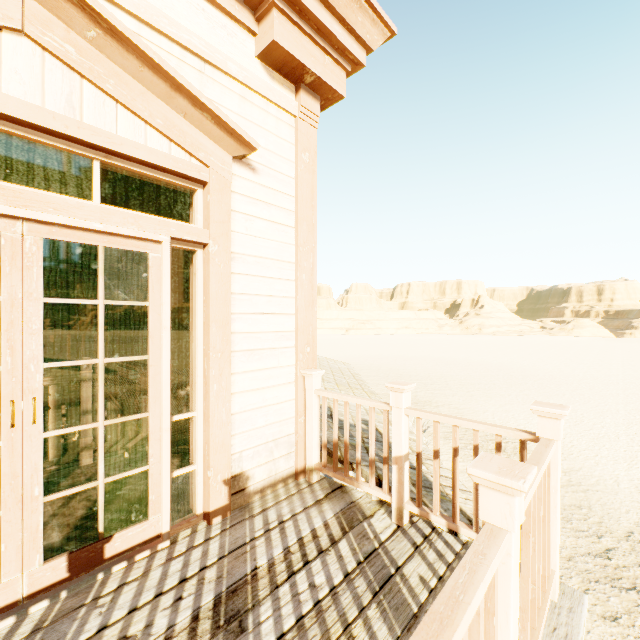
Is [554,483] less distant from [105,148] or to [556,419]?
[556,419]

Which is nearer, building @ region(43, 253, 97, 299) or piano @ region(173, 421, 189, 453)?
building @ region(43, 253, 97, 299)

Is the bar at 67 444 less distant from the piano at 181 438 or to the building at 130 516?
the building at 130 516

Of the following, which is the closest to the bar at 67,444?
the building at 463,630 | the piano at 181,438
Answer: the building at 463,630

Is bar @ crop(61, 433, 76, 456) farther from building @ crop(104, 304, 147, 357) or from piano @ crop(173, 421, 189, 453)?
piano @ crop(173, 421, 189, 453)

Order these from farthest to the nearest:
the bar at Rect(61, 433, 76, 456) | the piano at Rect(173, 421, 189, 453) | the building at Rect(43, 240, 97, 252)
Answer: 1. the piano at Rect(173, 421, 189, 453)
2. the bar at Rect(61, 433, 76, 456)
3. the building at Rect(43, 240, 97, 252)

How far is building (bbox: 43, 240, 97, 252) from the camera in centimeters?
646cm

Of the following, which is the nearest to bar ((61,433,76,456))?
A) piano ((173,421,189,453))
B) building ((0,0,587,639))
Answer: building ((0,0,587,639))
